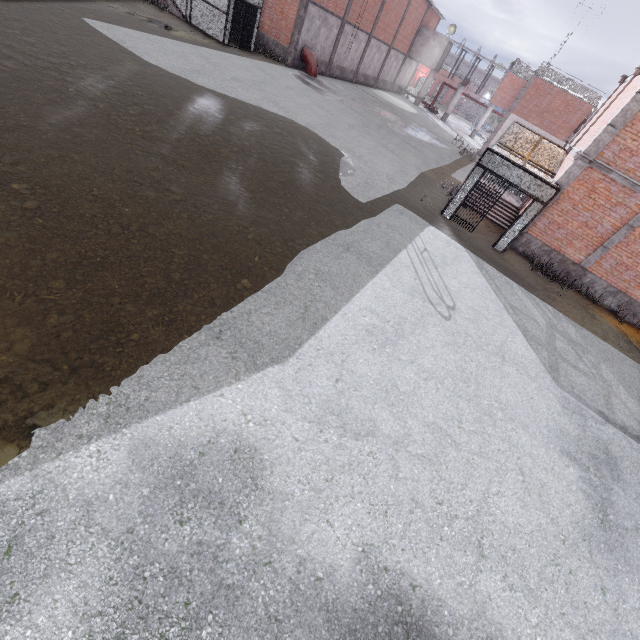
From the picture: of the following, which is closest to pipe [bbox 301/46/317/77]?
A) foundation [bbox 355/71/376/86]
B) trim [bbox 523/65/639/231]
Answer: foundation [bbox 355/71/376/86]

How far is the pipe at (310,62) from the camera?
25.1m

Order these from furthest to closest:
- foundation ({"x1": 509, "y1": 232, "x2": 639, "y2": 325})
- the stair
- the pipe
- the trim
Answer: the pipe
the stair
foundation ({"x1": 509, "y1": 232, "x2": 639, "y2": 325})
the trim

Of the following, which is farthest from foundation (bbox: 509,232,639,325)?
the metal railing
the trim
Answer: the metal railing

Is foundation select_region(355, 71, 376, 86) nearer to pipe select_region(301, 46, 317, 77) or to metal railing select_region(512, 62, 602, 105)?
pipe select_region(301, 46, 317, 77)

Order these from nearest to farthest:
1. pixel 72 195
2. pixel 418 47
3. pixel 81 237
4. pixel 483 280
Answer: pixel 81 237, pixel 72 195, pixel 483 280, pixel 418 47

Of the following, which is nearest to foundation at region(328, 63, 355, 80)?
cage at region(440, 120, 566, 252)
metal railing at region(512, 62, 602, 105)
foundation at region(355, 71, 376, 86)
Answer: foundation at region(355, 71, 376, 86)

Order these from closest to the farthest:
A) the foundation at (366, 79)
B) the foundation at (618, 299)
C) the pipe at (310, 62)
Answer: the foundation at (618, 299) < the pipe at (310, 62) < the foundation at (366, 79)
